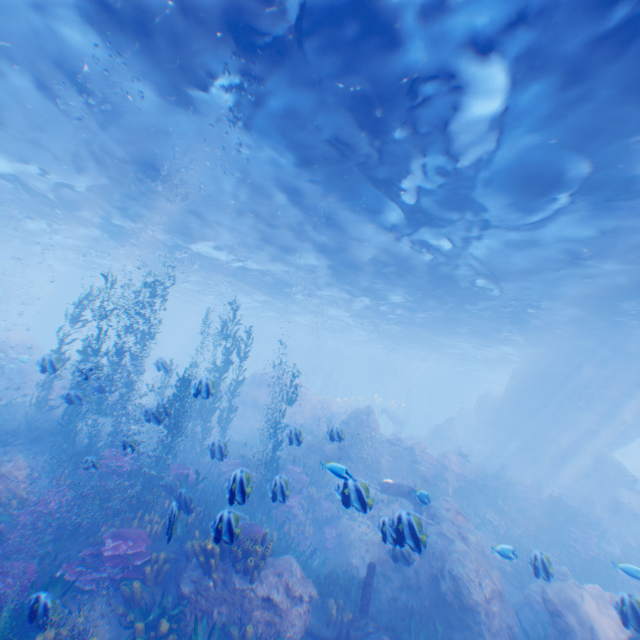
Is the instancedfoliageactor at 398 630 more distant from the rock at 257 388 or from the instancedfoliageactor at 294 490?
the instancedfoliageactor at 294 490

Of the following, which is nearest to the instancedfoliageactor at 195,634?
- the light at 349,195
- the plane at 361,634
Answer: the plane at 361,634

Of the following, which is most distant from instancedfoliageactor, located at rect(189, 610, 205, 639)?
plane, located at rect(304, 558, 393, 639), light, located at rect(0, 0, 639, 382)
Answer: light, located at rect(0, 0, 639, 382)

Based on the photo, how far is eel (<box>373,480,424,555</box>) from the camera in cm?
547

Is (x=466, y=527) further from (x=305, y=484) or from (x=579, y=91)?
(x=579, y=91)

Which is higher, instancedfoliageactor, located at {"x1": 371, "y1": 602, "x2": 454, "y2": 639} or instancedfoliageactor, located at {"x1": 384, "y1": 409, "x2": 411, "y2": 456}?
instancedfoliageactor, located at {"x1": 384, "y1": 409, "x2": 411, "y2": 456}

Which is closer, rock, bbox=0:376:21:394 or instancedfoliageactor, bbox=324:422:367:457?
instancedfoliageactor, bbox=324:422:367:457

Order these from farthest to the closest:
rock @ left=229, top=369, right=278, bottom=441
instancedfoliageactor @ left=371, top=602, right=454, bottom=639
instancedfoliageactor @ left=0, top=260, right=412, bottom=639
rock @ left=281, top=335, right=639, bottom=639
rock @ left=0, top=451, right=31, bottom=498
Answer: rock @ left=229, top=369, right=278, bottom=441
rock @ left=0, top=451, right=31, bottom=498
rock @ left=281, top=335, right=639, bottom=639
instancedfoliageactor @ left=371, top=602, right=454, bottom=639
instancedfoliageactor @ left=0, top=260, right=412, bottom=639
